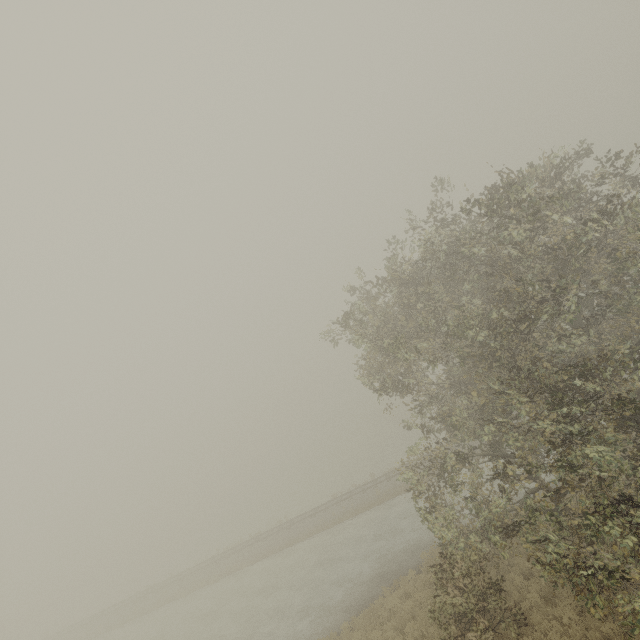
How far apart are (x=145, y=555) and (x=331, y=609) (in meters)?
58.88
